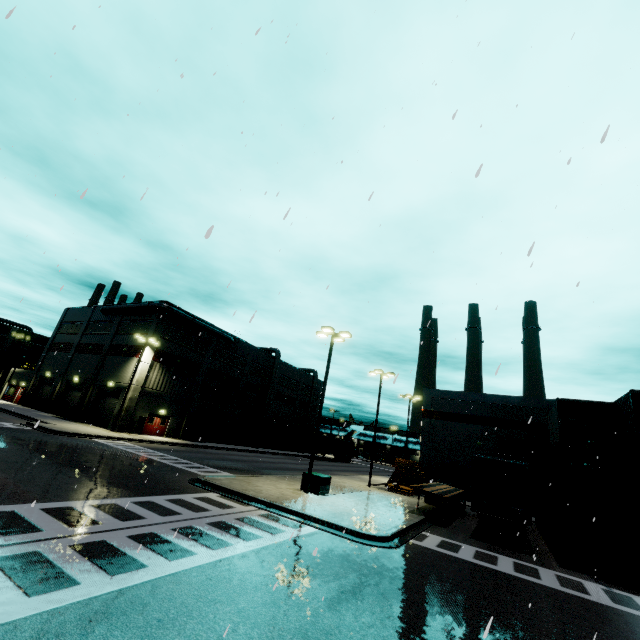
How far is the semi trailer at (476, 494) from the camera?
15.84m

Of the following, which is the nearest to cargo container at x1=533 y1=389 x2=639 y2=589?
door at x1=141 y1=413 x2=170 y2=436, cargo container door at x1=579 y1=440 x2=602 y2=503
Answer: cargo container door at x1=579 y1=440 x2=602 y2=503

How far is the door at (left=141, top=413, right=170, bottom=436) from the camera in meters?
35.8

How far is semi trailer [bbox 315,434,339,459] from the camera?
53.9 meters

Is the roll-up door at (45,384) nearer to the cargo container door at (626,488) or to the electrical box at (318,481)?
the electrical box at (318,481)

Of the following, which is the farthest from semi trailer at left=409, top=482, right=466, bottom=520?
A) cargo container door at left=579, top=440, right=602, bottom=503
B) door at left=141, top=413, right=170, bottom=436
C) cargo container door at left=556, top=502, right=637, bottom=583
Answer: door at left=141, top=413, right=170, bottom=436

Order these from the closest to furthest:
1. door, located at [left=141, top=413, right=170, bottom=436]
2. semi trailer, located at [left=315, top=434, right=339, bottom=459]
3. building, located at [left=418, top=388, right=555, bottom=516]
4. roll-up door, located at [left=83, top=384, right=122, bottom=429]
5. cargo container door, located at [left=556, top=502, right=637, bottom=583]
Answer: cargo container door, located at [left=556, top=502, right=637, bottom=583] → building, located at [left=418, top=388, right=555, bottom=516] → roll-up door, located at [left=83, top=384, right=122, bottom=429] → door, located at [left=141, top=413, right=170, bottom=436] → semi trailer, located at [left=315, top=434, right=339, bottom=459]

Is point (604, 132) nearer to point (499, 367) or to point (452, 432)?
point (499, 367)
